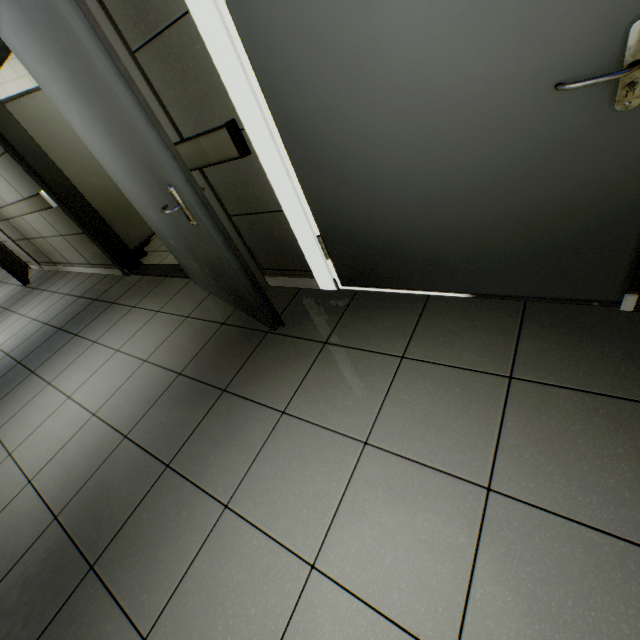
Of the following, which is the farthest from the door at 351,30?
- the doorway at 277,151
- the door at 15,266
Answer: the door at 15,266

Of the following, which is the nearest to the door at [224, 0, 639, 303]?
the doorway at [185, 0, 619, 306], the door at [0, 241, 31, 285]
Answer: the doorway at [185, 0, 619, 306]

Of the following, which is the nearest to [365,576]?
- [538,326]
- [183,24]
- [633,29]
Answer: [538,326]

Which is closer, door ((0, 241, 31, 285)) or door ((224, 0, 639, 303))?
door ((224, 0, 639, 303))

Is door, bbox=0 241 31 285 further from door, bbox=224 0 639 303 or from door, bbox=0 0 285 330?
door, bbox=224 0 639 303

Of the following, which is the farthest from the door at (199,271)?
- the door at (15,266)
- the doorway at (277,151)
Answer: the door at (15,266)

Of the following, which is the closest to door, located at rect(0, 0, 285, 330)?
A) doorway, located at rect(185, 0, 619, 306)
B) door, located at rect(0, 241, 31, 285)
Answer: doorway, located at rect(185, 0, 619, 306)
